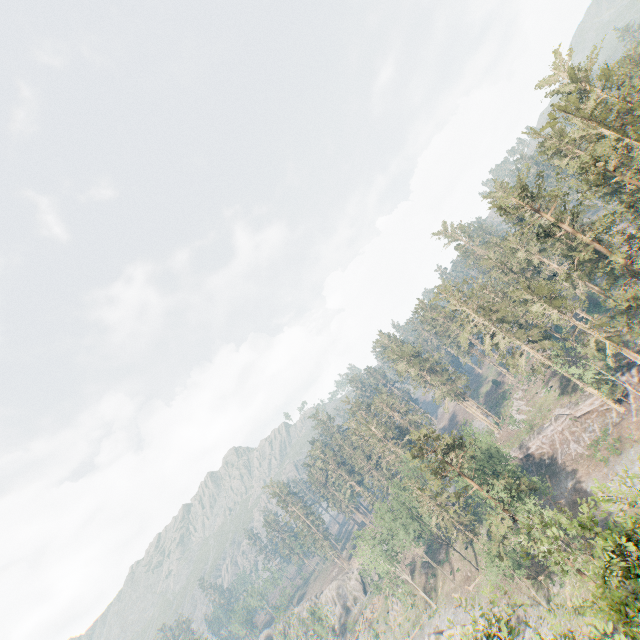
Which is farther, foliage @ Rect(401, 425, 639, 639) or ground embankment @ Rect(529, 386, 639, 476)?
ground embankment @ Rect(529, 386, 639, 476)

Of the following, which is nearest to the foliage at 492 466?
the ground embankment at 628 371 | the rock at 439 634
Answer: the ground embankment at 628 371

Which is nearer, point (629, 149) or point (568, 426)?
point (629, 149)

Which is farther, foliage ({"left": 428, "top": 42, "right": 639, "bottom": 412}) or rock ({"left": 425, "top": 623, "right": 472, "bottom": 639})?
rock ({"left": 425, "top": 623, "right": 472, "bottom": 639})

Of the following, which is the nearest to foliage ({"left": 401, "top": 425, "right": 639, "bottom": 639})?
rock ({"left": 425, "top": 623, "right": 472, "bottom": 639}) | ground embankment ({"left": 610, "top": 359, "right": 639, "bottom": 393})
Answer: ground embankment ({"left": 610, "top": 359, "right": 639, "bottom": 393})

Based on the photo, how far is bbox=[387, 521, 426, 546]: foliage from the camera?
57.6 meters

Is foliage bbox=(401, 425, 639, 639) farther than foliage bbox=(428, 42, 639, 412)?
No

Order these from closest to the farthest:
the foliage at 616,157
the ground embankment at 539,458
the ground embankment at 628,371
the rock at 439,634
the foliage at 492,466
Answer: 1. the foliage at 492,466
2. the foliage at 616,157
3. the rock at 439,634
4. the ground embankment at 628,371
5. the ground embankment at 539,458
